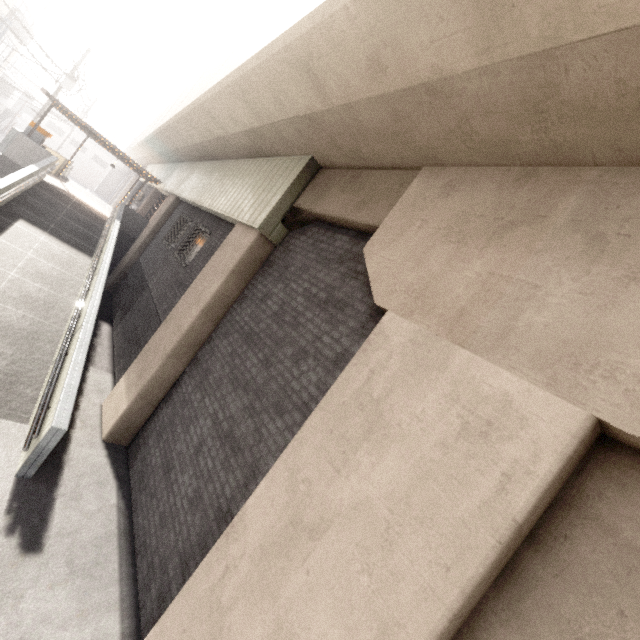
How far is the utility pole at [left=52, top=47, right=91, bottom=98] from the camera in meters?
19.3

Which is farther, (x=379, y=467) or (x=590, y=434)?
(x=379, y=467)

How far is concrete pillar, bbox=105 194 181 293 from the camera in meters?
14.1 m

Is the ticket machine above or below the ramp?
above

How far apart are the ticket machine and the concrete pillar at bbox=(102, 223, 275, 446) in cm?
1407

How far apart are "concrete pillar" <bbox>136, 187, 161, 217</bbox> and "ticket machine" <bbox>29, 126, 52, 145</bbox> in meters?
6.3 m

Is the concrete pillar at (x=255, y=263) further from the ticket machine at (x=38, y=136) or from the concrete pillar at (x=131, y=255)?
the ticket machine at (x=38, y=136)

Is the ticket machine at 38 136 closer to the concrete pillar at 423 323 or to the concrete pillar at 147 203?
the concrete pillar at 147 203
